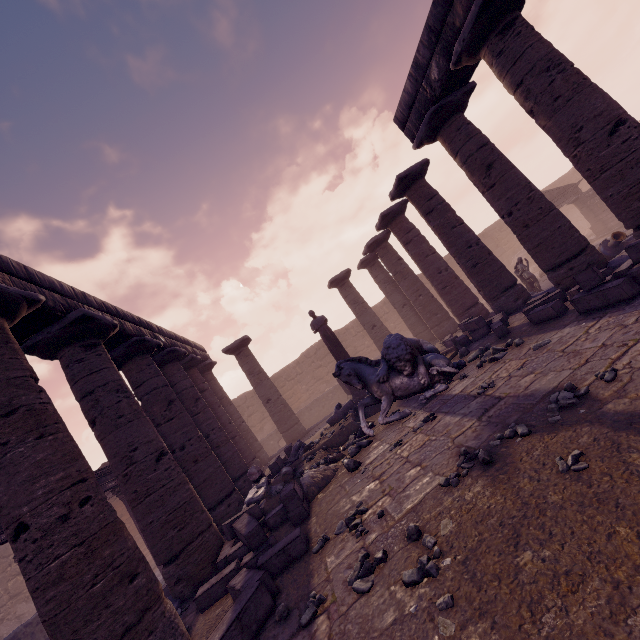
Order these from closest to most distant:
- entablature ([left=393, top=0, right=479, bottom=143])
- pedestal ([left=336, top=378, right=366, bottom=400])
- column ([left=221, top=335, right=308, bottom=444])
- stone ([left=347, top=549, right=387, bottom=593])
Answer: stone ([left=347, top=549, right=387, bottom=593])
entablature ([left=393, top=0, right=479, bottom=143])
pedestal ([left=336, top=378, right=366, bottom=400])
column ([left=221, top=335, right=308, bottom=444])

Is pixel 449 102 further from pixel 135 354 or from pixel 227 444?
pixel 227 444

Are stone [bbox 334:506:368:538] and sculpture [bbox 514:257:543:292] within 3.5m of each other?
no

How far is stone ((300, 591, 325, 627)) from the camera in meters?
2.9 m

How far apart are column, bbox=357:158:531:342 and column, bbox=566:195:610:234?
12.8m

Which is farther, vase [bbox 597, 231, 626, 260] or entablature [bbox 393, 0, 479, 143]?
vase [bbox 597, 231, 626, 260]

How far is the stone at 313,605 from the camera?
2.9 meters

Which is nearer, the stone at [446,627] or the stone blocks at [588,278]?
the stone at [446,627]
